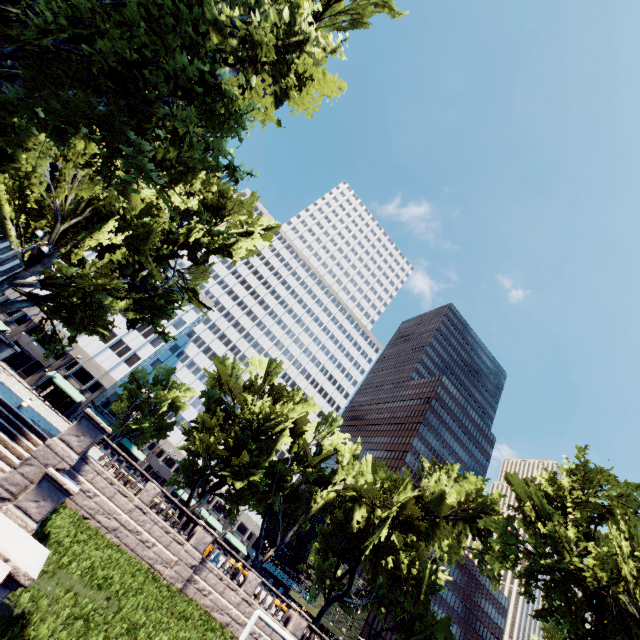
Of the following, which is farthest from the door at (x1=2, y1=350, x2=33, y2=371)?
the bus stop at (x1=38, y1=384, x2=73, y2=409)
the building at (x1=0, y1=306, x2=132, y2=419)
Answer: the bus stop at (x1=38, y1=384, x2=73, y2=409)

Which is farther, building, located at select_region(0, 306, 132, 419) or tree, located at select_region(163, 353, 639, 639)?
building, located at select_region(0, 306, 132, 419)

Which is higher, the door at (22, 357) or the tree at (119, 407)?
the tree at (119, 407)

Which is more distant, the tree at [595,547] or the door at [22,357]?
the door at [22,357]

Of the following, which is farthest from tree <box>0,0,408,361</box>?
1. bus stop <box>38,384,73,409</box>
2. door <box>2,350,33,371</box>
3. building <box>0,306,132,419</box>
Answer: door <box>2,350,33,371</box>

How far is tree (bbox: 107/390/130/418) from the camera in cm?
5697

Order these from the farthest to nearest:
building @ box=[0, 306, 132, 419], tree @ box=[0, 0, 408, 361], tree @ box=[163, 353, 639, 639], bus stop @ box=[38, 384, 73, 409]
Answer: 1. building @ box=[0, 306, 132, 419]
2. bus stop @ box=[38, 384, 73, 409]
3. tree @ box=[163, 353, 639, 639]
4. tree @ box=[0, 0, 408, 361]

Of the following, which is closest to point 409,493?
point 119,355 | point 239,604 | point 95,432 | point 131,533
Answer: point 239,604
